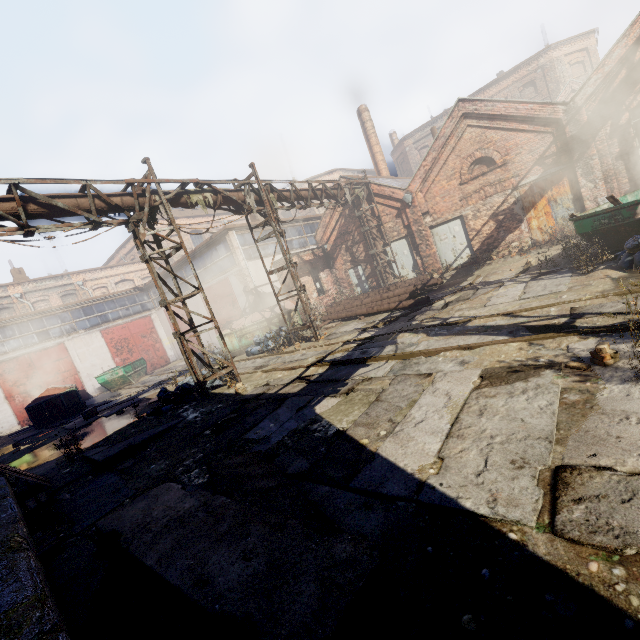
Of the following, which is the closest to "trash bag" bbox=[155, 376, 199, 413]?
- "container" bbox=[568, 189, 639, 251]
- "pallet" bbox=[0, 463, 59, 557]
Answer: "pallet" bbox=[0, 463, 59, 557]

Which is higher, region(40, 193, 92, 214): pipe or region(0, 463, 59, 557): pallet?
region(40, 193, 92, 214): pipe

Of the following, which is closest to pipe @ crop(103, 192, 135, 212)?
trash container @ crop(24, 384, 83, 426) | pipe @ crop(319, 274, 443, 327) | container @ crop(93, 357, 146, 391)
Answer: pipe @ crop(319, 274, 443, 327)

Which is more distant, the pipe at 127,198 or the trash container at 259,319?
the trash container at 259,319

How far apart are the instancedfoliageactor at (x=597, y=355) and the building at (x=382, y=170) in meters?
22.5

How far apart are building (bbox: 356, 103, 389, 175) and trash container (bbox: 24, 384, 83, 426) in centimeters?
2382cm

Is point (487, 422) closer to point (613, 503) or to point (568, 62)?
point (613, 503)

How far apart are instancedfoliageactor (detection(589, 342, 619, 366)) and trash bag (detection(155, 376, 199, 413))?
9.0m
